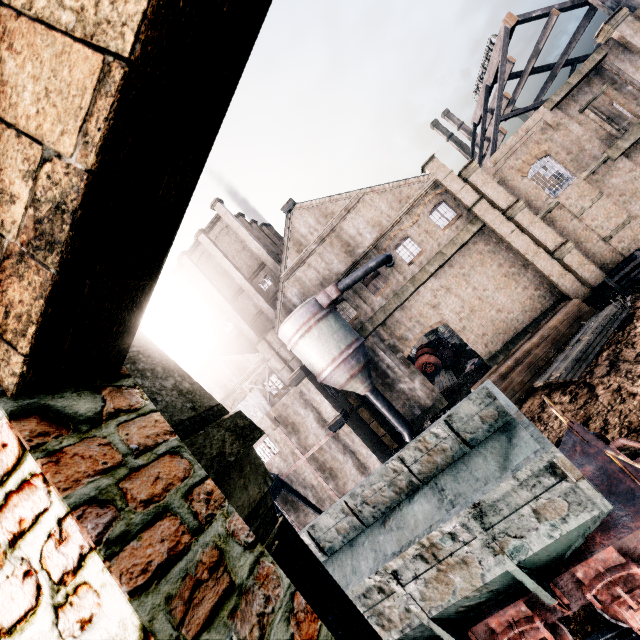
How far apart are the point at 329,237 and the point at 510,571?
25.51m

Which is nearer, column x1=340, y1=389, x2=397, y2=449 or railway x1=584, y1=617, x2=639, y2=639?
railway x1=584, y1=617, x2=639, y2=639

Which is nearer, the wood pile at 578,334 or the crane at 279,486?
the wood pile at 578,334

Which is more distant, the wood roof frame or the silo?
the wood roof frame

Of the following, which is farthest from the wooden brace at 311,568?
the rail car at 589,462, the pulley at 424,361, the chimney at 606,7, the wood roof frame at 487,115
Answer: the chimney at 606,7

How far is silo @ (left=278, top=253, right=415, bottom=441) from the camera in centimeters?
2362cm

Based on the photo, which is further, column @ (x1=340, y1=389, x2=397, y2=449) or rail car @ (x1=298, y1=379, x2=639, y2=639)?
column @ (x1=340, y1=389, x2=397, y2=449)

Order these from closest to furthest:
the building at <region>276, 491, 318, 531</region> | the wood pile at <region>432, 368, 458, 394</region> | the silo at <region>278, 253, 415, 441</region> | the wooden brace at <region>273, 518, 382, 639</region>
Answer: the wooden brace at <region>273, 518, 382, 639</region>, the silo at <region>278, 253, 415, 441</region>, the building at <region>276, 491, 318, 531</region>, the wood pile at <region>432, 368, 458, 394</region>
